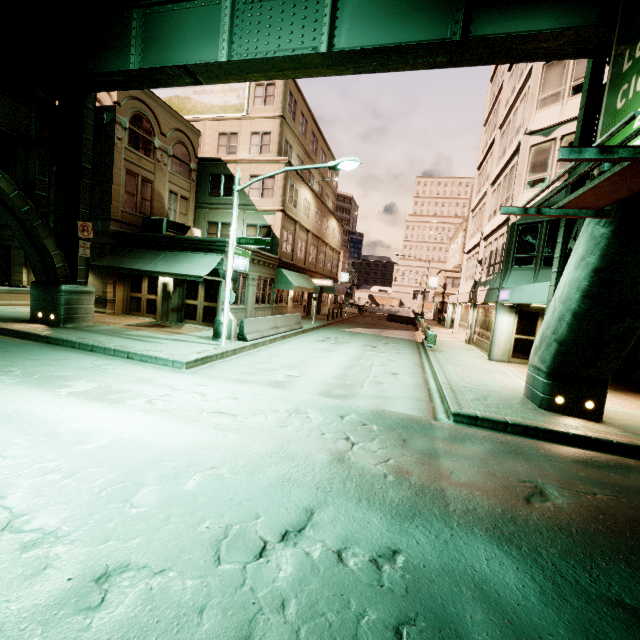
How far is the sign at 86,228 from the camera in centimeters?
1370cm

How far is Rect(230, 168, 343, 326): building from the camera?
20.5m

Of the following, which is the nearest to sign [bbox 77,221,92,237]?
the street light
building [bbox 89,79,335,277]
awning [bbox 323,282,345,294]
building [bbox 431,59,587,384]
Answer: building [bbox 89,79,335,277]

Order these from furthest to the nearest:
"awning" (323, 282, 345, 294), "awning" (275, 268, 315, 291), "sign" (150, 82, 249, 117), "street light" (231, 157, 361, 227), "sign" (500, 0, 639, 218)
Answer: "awning" (323, 282, 345, 294)
"sign" (150, 82, 249, 117)
"awning" (275, 268, 315, 291)
"street light" (231, 157, 361, 227)
"sign" (500, 0, 639, 218)

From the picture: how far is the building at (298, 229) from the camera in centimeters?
2050cm

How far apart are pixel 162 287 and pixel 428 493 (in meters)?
17.37

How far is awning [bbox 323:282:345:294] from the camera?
36.8 meters

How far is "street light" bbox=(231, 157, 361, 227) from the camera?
12.2m
